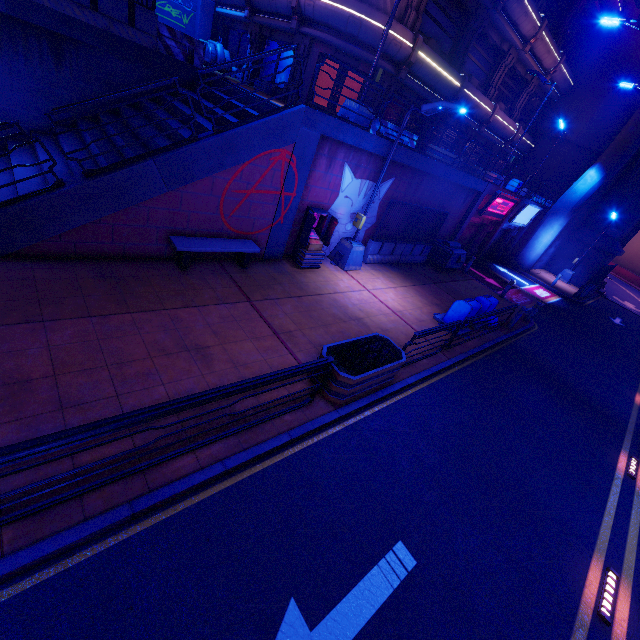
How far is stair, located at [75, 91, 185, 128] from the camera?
10.5 meters

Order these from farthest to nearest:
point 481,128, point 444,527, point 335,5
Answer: point 481,128
point 335,5
point 444,527

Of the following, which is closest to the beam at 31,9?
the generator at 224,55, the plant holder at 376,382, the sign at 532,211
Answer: the generator at 224,55

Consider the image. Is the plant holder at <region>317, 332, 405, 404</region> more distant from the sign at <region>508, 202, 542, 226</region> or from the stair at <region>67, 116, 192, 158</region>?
the sign at <region>508, 202, 542, 226</region>

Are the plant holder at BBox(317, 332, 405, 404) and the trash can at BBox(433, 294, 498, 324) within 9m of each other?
yes

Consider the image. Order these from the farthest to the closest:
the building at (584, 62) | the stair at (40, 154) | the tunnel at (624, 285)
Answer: the tunnel at (624, 285), the building at (584, 62), the stair at (40, 154)

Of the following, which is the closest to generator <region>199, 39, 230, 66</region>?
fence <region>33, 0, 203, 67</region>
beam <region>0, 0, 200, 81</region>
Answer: fence <region>33, 0, 203, 67</region>

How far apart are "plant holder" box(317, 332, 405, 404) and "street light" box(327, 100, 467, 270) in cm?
515
